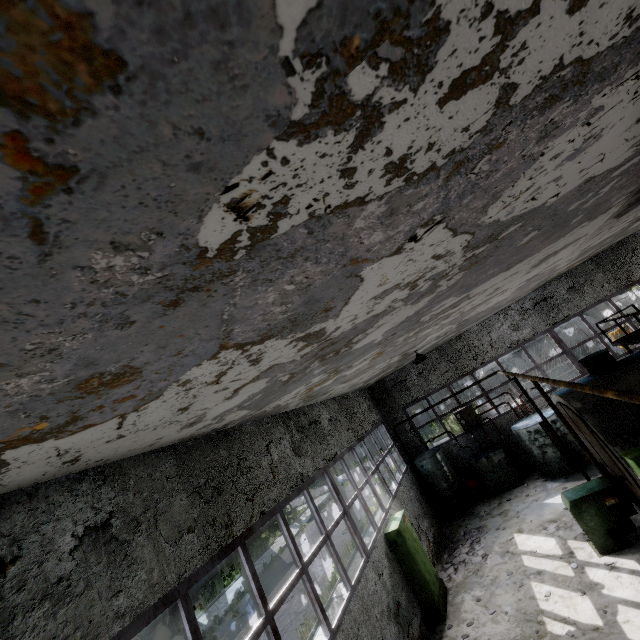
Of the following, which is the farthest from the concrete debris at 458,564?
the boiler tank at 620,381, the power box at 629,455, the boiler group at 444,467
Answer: the power box at 629,455

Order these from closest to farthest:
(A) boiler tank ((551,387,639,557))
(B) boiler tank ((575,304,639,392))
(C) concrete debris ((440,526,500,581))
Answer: (A) boiler tank ((551,387,639,557)), (B) boiler tank ((575,304,639,392)), (C) concrete debris ((440,526,500,581))

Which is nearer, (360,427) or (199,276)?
(199,276)

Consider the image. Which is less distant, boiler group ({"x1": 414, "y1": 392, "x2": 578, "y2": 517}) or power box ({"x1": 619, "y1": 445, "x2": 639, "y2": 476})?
power box ({"x1": 619, "y1": 445, "x2": 639, "y2": 476})

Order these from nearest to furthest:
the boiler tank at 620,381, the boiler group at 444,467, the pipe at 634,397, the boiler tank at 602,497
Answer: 1. the pipe at 634,397
2. the boiler tank at 602,497
3. the boiler tank at 620,381
4. the boiler group at 444,467

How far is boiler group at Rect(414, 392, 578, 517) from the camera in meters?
13.0 m

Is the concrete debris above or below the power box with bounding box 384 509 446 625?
below

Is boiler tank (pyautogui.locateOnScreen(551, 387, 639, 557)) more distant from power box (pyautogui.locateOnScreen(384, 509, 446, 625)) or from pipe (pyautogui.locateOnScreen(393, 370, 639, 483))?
pipe (pyautogui.locateOnScreen(393, 370, 639, 483))
